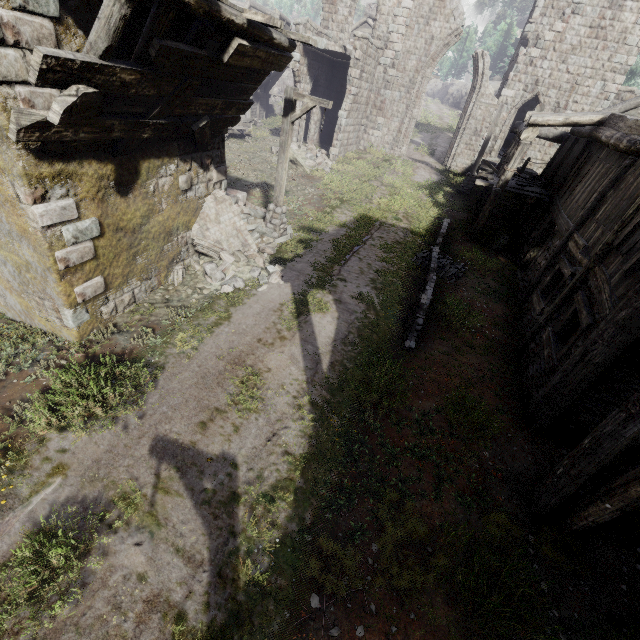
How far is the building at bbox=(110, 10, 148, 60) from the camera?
5.8 meters

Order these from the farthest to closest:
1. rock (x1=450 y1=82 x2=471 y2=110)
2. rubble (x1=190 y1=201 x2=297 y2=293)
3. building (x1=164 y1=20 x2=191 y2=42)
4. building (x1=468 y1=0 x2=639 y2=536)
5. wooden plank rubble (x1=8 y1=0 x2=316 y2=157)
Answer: rock (x1=450 y1=82 x2=471 y2=110) < rubble (x1=190 y1=201 x2=297 y2=293) < building (x1=164 y1=20 x2=191 y2=42) < building (x1=468 y1=0 x2=639 y2=536) < wooden plank rubble (x1=8 y1=0 x2=316 y2=157)

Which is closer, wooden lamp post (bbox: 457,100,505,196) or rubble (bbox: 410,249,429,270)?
rubble (bbox: 410,249,429,270)

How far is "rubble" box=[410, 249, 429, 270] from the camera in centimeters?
1228cm

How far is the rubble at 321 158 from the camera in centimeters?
1955cm

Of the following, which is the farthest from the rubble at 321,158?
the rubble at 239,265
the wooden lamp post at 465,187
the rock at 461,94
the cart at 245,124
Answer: the rock at 461,94

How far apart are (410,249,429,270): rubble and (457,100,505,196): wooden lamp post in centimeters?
872cm

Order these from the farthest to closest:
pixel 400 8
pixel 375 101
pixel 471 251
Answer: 1. pixel 375 101
2. pixel 400 8
3. pixel 471 251
